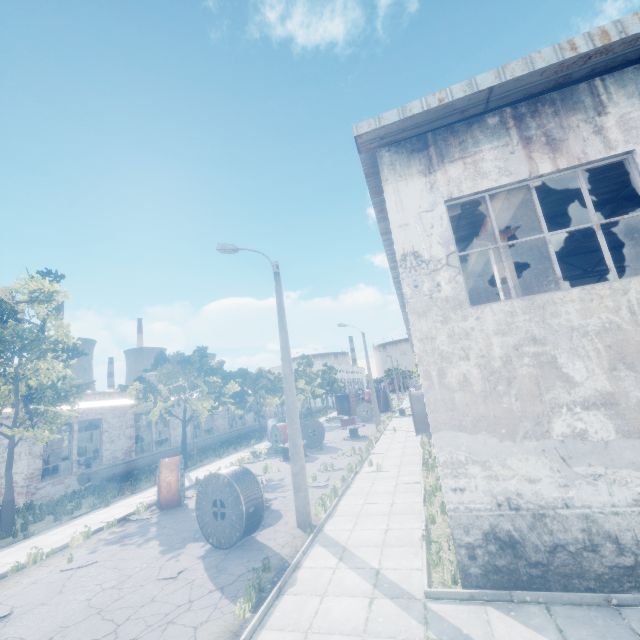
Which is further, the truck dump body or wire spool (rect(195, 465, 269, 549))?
the truck dump body

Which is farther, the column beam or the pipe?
the column beam

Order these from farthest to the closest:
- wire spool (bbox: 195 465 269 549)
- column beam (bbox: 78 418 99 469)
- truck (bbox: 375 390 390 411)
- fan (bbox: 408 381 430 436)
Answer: truck (bbox: 375 390 390 411)
column beam (bbox: 78 418 99 469)
fan (bbox: 408 381 430 436)
wire spool (bbox: 195 465 269 549)

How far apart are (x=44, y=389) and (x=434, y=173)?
17.4m

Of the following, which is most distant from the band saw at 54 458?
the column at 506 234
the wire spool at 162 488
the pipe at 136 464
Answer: the column at 506 234

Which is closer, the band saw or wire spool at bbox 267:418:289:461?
wire spool at bbox 267:418:289:461

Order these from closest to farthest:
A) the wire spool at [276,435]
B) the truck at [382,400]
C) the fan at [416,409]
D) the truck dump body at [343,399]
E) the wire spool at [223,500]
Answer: the wire spool at [223,500], the fan at [416,409], the wire spool at [276,435], the truck dump body at [343,399], the truck at [382,400]

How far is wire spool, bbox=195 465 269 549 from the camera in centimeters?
910cm
